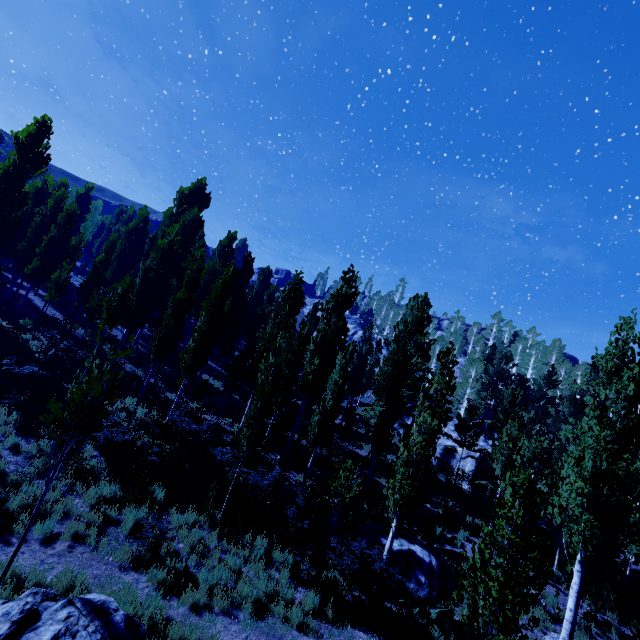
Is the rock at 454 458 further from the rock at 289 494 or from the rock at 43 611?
the rock at 43 611

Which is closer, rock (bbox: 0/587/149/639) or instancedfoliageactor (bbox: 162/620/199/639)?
rock (bbox: 0/587/149/639)

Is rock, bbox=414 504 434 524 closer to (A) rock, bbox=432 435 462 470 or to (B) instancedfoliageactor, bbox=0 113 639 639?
(B) instancedfoliageactor, bbox=0 113 639 639

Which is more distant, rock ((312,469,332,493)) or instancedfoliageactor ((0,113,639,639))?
rock ((312,469,332,493))

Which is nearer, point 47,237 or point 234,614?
point 234,614

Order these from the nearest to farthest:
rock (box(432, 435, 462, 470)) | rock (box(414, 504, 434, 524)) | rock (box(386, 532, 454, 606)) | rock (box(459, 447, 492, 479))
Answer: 1. rock (box(386, 532, 454, 606))
2. rock (box(414, 504, 434, 524))
3. rock (box(459, 447, 492, 479))
4. rock (box(432, 435, 462, 470))

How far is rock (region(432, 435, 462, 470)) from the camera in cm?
2861

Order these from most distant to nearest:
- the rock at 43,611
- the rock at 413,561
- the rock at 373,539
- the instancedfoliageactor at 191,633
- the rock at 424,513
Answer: the rock at 424,513 < the rock at 373,539 < the rock at 413,561 < the instancedfoliageactor at 191,633 < the rock at 43,611
